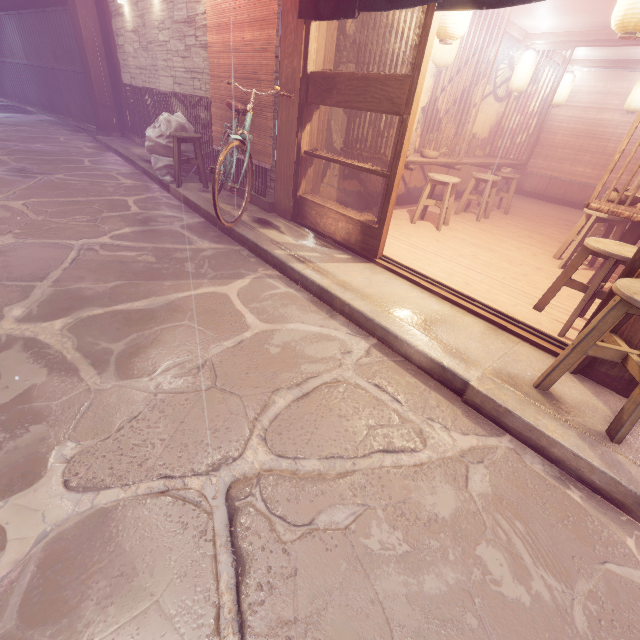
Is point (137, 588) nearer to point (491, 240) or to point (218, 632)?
point (218, 632)

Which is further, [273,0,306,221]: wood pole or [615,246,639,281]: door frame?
[273,0,306,221]: wood pole

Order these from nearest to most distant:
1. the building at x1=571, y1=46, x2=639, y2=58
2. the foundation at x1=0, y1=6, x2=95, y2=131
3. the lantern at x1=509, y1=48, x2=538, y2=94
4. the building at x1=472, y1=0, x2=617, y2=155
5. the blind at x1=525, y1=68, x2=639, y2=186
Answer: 1. the building at x1=472, y1=0, x2=617, y2=155
2. the lantern at x1=509, y1=48, x2=538, y2=94
3. the building at x1=571, y1=46, x2=639, y2=58
4. the blind at x1=525, y1=68, x2=639, y2=186
5. the foundation at x1=0, y1=6, x2=95, y2=131

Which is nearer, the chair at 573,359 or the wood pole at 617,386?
the chair at 573,359

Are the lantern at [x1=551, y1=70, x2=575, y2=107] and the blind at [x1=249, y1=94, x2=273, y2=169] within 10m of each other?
no

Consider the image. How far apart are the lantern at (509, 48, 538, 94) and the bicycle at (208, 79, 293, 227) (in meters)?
9.50

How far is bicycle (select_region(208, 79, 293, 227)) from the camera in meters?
6.1 m

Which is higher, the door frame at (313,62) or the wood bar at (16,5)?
the wood bar at (16,5)
